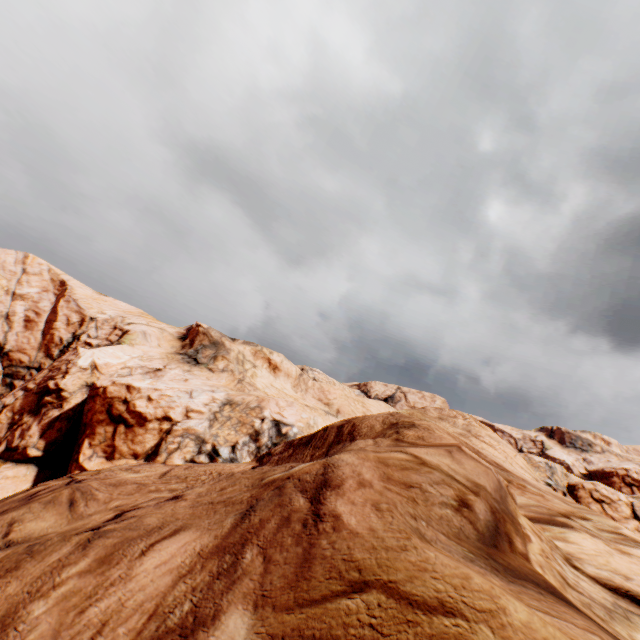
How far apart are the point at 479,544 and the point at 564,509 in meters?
4.6
